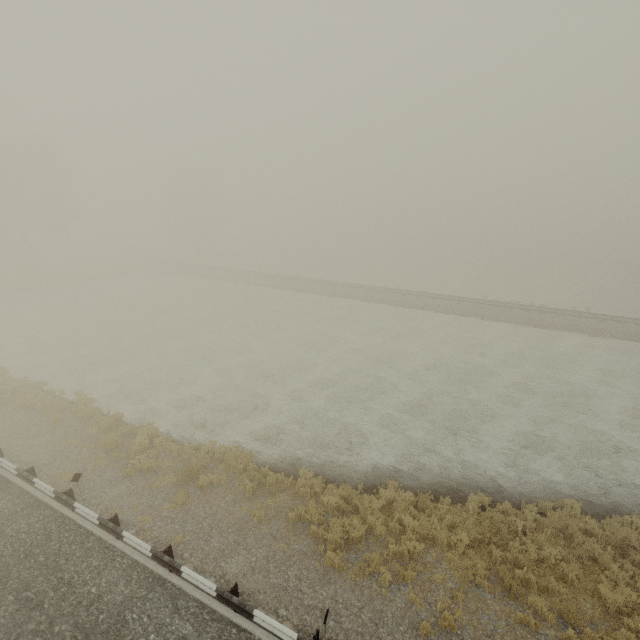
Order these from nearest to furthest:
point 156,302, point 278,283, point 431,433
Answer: point 431,433
point 156,302
point 278,283

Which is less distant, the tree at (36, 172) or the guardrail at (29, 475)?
the guardrail at (29, 475)

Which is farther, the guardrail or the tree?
the tree

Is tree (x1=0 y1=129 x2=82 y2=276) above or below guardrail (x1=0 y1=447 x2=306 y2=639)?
above

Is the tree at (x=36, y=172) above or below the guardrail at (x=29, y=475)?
above
